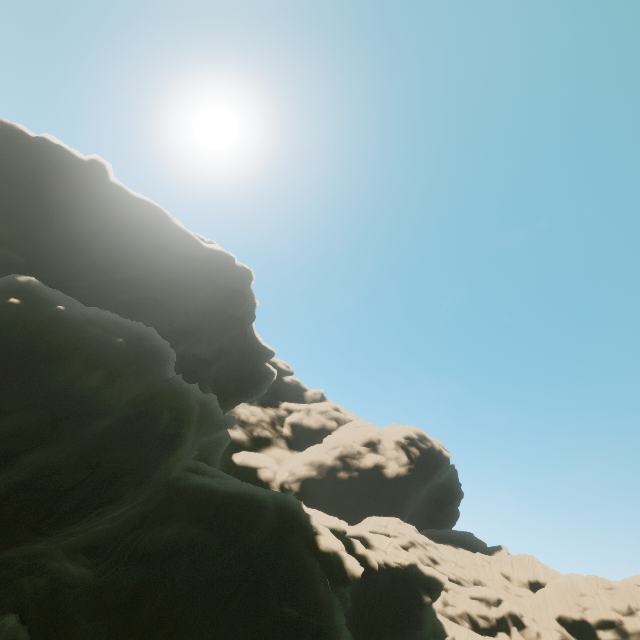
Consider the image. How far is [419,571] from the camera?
28.62m
